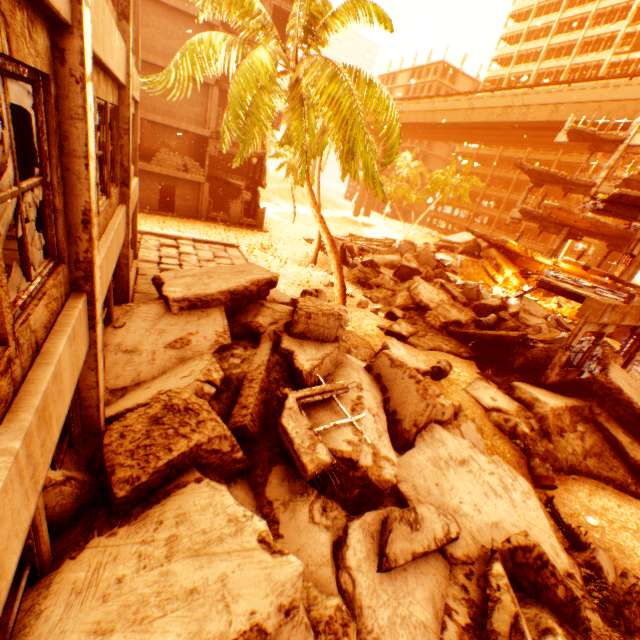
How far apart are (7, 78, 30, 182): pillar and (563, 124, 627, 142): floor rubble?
30.0 meters

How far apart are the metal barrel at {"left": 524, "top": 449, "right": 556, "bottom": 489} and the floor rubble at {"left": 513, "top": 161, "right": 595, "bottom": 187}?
23.0m

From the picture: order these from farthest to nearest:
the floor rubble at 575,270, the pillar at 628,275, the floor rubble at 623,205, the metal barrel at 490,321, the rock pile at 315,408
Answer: the pillar at 628,275
the metal barrel at 490,321
the floor rubble at 575,270
the floor rubble at 623,205
the rock pile at 315,408

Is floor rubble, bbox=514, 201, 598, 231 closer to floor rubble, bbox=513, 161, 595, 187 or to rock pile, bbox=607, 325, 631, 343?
floor rubble, bbox=513, 161, 595, 187

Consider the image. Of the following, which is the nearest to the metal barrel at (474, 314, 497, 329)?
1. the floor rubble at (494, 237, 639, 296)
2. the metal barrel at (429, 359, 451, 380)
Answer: the floor rubble at (494, 237, 639, 296)

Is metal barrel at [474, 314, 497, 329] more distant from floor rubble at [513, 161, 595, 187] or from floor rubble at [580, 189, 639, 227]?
floor rubble at [513, 161, 595, 187]

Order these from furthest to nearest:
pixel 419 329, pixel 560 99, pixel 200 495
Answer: pixel 560 99 → pixel 419 329 → pixel 200 495

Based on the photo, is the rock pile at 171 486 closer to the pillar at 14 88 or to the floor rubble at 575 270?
the pillar at 14 88
